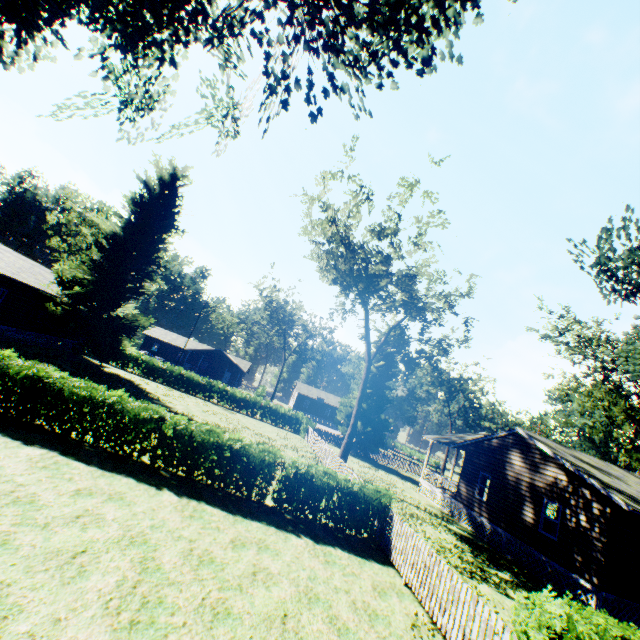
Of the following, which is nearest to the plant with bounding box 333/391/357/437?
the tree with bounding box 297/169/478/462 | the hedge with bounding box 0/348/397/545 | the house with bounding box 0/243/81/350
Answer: the house with bounding box 0/243/81/350

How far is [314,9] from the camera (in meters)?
5.20

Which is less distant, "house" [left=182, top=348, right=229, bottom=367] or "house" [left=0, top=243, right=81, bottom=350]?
"house" [left=0, top=243, right=81, bottom=350]

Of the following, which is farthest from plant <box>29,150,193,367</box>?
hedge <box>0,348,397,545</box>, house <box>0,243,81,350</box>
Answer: hedge <box>0,348,397,545</box>

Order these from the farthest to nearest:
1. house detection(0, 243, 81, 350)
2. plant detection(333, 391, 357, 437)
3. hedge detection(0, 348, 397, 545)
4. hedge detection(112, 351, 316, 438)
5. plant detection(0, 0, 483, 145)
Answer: plant detection(333, 391, 357, 437) < hedge detection(112, 351, 316, 438) < house detection(0, 243, 81, 350) < hedge detection(0, 348, 397, 545) < plant detection(0, 0, 483, 145)

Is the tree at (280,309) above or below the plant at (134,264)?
above

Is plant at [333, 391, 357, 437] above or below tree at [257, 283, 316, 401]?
below

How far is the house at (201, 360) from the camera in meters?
59.0
